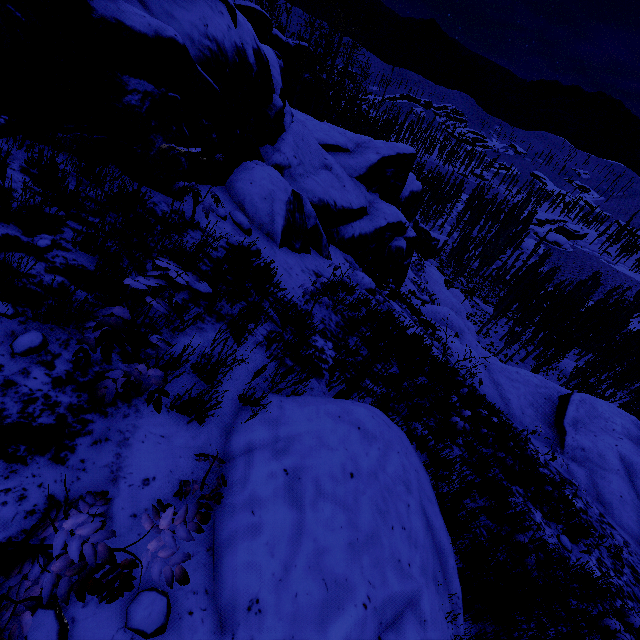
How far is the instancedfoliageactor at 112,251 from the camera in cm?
268

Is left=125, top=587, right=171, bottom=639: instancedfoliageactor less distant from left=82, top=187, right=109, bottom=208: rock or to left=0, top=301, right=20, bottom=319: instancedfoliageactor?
left=82, top=187, right=109, bottom=208: rock

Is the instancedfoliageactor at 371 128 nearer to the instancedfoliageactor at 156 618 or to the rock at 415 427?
the rock at 415 427

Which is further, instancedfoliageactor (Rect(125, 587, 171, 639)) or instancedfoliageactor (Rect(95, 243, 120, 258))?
instancedfoliageactor (Rect(95, 243, 120, 258))

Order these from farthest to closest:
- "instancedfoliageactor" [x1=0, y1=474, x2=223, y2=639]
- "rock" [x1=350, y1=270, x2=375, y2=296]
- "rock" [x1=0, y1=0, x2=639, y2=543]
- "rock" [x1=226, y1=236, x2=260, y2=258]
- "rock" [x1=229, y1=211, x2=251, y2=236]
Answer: "rock" [x1=350, y1=270, x2=375, y2=296] → "rock" [x1=229, y1=211, x2=251, y2=236] → "rock" [x1=226, y1=236, x2=260, y2=258] → "rock" [x1=0, y1=0, x2=639, y2=543] → "instancedfoliageactor" [x1=0, y1=474, x2=223, y2=639]

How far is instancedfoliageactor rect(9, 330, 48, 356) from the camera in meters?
2.0 m

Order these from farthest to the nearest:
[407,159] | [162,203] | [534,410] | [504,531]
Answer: [407,159], [534,410], [504,531], [162,203]
